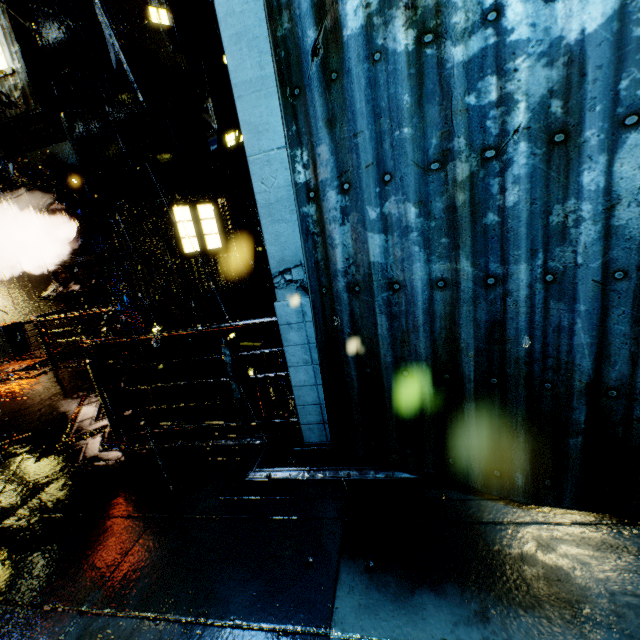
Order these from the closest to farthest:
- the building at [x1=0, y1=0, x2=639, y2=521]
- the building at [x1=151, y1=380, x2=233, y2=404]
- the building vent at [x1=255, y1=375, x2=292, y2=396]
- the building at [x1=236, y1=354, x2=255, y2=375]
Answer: the building at [x1=0, y1=0, x2=639, y2=521] → the building vent at [x1=255, y1=375, x2=292, y2=396] → the building at [x1=151, y1=380, x2=233, y2=404] → the building at [x1=236, y1=354, x2=255, y2=375]

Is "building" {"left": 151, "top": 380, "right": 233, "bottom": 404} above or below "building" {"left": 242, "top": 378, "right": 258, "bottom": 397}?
above

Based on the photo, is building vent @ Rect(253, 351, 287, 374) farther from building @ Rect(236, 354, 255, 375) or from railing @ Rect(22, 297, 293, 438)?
railing @ Rect(22, 297, 293, 438)

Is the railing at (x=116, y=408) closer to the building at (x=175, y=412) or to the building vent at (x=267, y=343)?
the building at (x=175, y=412)

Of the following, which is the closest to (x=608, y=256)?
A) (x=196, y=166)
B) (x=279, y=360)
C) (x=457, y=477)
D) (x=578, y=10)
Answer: (x=578, y=10)

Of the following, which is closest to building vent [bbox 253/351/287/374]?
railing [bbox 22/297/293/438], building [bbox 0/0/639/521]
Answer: building [bbox 0/0/639/521]
